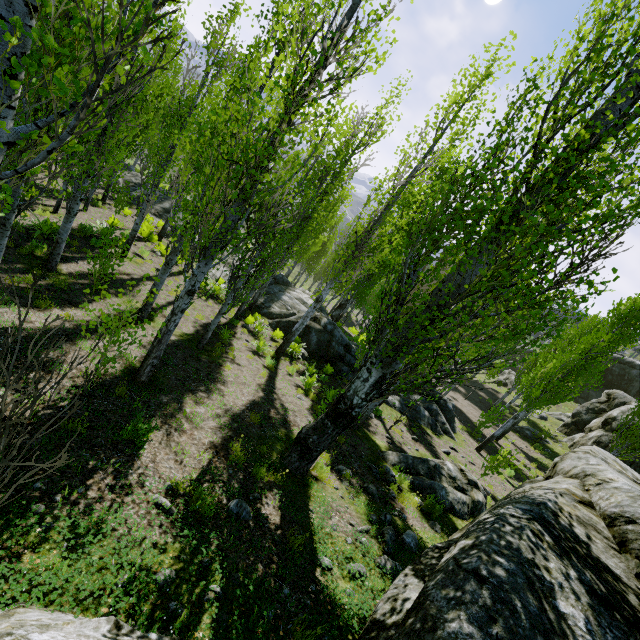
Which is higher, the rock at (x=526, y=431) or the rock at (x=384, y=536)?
the rock at (x=384, y=536)

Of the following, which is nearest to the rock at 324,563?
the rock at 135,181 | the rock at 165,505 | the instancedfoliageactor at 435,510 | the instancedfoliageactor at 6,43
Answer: the instancedfoliageactor at 6,43

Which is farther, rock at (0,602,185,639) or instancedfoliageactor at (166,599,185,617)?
instancedfoliageactor at (166,599,185,617)

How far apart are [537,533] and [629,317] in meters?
14.3 m

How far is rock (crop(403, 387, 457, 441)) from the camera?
16.0 meters

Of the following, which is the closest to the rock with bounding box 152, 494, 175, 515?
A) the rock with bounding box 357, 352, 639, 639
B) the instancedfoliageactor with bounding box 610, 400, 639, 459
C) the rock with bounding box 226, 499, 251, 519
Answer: the rock with bounding box 226, 499, 251, 519

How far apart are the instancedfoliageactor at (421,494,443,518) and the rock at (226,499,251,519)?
4.8m
